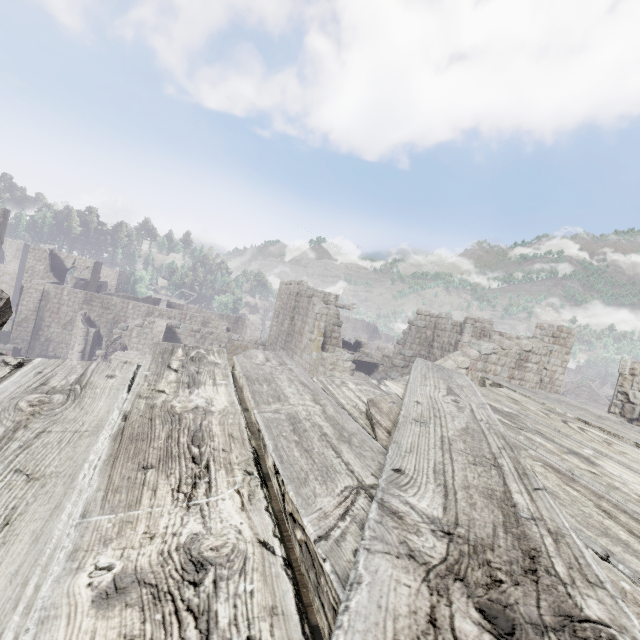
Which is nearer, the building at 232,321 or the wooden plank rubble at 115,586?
the wooden plank rubble at 115,586

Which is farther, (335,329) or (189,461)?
(335,329)

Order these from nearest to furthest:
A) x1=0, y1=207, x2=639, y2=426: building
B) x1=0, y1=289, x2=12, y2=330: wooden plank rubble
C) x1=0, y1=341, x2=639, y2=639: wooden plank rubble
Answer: x1=0, y1=341, x2=639, y2=639: wooden plank rubble
x1=0, y1=289, x2=12, y2=330: wooden plank rubble
x1=0, y1=207, x2=639, y2=426: building

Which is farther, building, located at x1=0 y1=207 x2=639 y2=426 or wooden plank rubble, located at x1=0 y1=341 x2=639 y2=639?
building, located at x1=0 y1=207 x2=639 y2=426

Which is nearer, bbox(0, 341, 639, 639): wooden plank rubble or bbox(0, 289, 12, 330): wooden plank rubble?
bbox(0, 341, 639, 639): wooden plank rubble

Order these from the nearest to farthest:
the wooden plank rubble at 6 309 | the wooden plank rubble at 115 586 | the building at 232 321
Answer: the wooden plank rubble at 115 586 → the wooden plank rubble at 6 309 → the building at 232 321
